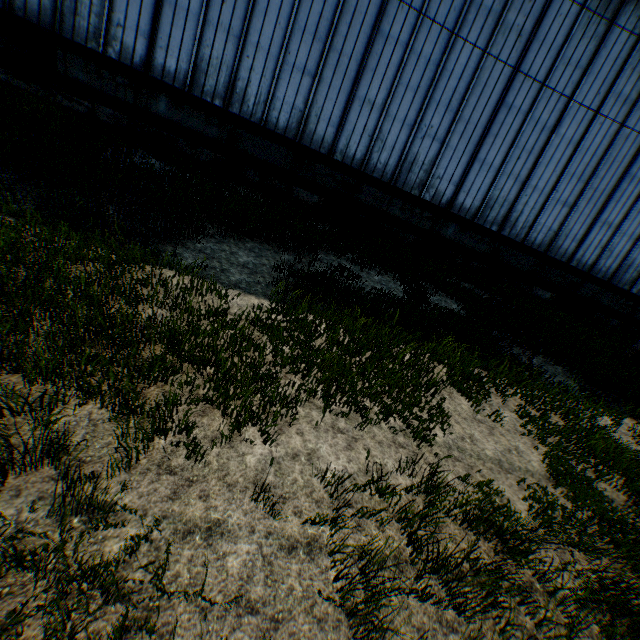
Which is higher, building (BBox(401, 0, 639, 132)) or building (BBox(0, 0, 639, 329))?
building (BBox(401, 0, 639, 132))

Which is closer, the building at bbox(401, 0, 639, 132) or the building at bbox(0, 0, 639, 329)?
the building at bbox(0, 0, 639, 329)

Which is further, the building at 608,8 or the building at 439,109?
the building at 608,8

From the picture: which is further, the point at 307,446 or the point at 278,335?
the point at 278,335
